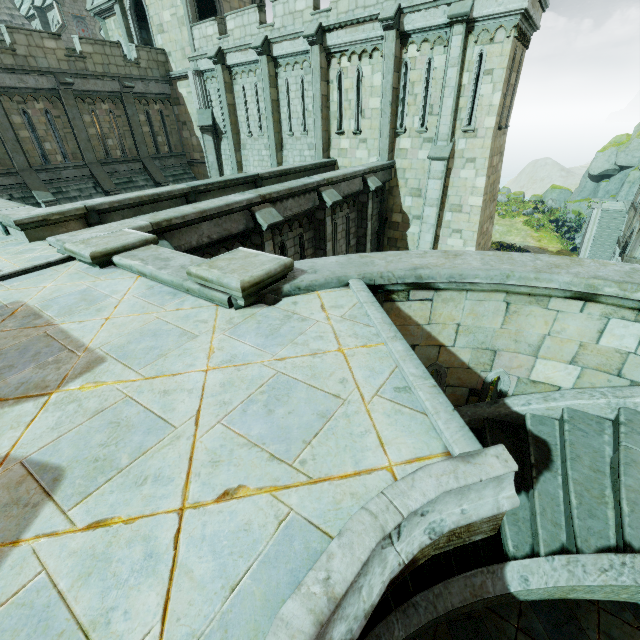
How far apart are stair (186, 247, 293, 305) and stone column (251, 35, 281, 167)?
15.95m

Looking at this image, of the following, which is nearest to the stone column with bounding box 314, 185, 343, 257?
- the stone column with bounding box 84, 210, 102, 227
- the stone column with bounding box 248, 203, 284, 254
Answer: the stone column with bounding box 248, 203, 284, 254

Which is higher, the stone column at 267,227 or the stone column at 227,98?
the stone column at 227,98

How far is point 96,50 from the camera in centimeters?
1716cm

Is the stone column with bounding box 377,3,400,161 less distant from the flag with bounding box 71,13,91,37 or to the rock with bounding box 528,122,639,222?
the rock with bounding box 528,122,639,222

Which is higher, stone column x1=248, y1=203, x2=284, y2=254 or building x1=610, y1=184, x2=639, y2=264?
stone column x1=248, y1=203, x2=284, y2=254

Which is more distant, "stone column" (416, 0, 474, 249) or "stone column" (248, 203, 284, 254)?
"stone column" (416, 0, 474, 249)

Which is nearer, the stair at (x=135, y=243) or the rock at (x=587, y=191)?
the stair at (x=135, y=243)
